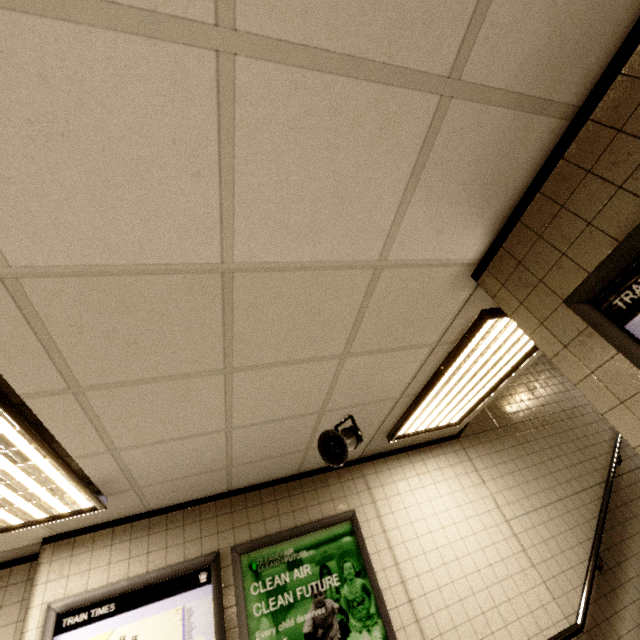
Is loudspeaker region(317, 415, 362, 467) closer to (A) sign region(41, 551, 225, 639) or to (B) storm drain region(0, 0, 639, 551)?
(B) storm drain region(0, 0, 639, 551)

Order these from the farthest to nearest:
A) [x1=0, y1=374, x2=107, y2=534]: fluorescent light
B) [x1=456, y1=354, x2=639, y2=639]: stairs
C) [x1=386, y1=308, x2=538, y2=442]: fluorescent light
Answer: [x1=456, y1=354, x2=639, y2=639]: stairs, [x1=386, y1=308, x2=538, y2=442]: fluorescent light, [x1=0, y1=374, x2=107, y2=534]: fluorescent light

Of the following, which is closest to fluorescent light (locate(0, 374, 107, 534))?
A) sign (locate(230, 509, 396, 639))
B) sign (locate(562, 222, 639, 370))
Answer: sign (locate(230, 509, 396, 639))

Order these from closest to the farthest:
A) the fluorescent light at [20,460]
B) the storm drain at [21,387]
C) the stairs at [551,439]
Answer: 1. the storm drain at [21,387]
2. the fluorescent light at [20,460]
3. the stairs at [551,439]

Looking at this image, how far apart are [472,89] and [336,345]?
1.39m

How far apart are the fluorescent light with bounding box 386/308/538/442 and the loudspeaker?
0.6 meters

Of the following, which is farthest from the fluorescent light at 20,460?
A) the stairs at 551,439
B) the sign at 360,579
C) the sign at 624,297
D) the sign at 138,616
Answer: the stairs at 551,439

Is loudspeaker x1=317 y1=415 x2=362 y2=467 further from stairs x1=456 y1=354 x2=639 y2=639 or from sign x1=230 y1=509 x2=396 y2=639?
stairs x1=456 y1=354 x2=639 y2=639
